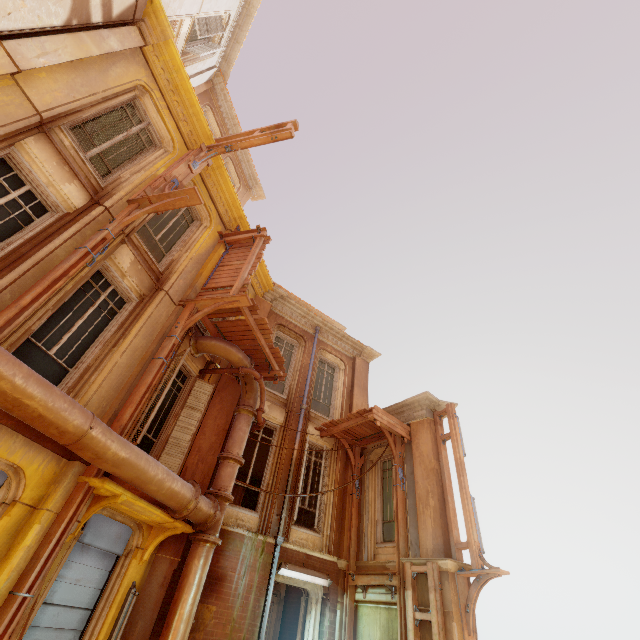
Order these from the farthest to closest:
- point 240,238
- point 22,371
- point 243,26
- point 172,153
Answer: point 243,26
point 240,238
point 172,153
point 22,371

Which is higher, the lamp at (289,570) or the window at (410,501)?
the window at (410,501)

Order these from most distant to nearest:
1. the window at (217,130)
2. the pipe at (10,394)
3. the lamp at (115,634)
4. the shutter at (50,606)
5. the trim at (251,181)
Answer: the trim at (251,181) → the window at (217,130) → the lamp at (115,634) → the shutter at (50,606) → the pipe at (10,394)

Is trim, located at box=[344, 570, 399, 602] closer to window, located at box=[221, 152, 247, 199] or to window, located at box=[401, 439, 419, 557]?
window, located at box=[401, 439, 419, 557]

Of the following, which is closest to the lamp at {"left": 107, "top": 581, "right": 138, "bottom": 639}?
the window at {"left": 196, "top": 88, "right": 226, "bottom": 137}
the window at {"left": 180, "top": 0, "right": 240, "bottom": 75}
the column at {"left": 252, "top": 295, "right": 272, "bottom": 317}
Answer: the column at {"left": 252, "top": 295, "right": 272, "bottom": 317}

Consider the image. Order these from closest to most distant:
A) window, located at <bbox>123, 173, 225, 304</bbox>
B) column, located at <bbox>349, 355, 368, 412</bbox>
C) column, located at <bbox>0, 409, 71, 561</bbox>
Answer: column, located at <bbox>0, 409, 71, 561</bbox> → window, located at <bbox>123, 173, 225, 304</bbox> → column, located at <bbox>349, 355, 368, 412</bbox>

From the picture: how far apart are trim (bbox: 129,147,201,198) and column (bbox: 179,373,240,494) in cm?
511

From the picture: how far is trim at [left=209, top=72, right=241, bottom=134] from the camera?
14.7 meters
